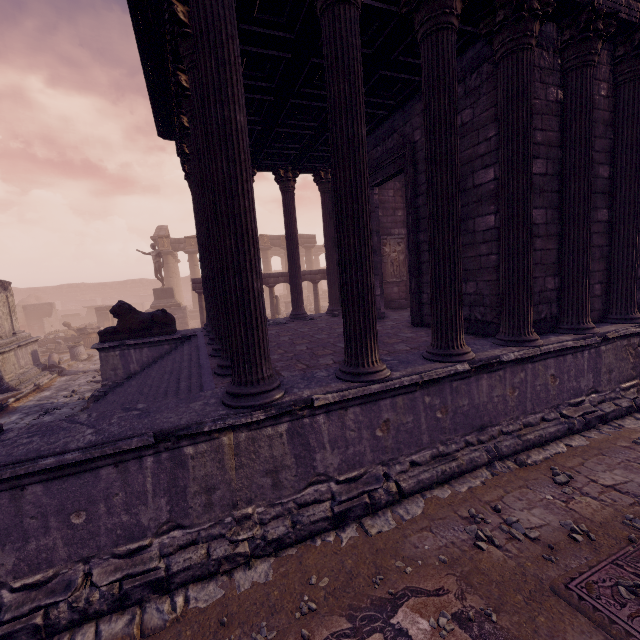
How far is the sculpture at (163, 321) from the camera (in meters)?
9.05

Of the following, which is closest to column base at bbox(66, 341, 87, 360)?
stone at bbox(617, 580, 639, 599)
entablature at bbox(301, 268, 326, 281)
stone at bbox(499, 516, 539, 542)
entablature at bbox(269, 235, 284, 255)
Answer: entablature at bbox(301, 268, 326, 281)

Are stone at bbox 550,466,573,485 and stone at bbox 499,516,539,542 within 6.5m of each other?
yes

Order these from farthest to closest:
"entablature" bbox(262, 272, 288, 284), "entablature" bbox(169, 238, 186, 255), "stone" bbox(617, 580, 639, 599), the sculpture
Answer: "entablature" bbox(169, 238, 186, 255) → "entablature" bbox(262, 272, 288, 284) → the sculpture → "stone" bbox(617, 580, 639, 599)

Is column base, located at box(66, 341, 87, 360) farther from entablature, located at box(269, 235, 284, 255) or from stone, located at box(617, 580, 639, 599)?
stone, located at box(617, 580, 639, 599)

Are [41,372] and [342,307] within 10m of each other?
no

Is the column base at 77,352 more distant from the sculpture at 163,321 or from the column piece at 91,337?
the sculpture at 163,321

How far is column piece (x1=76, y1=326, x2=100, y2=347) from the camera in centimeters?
1883cm
